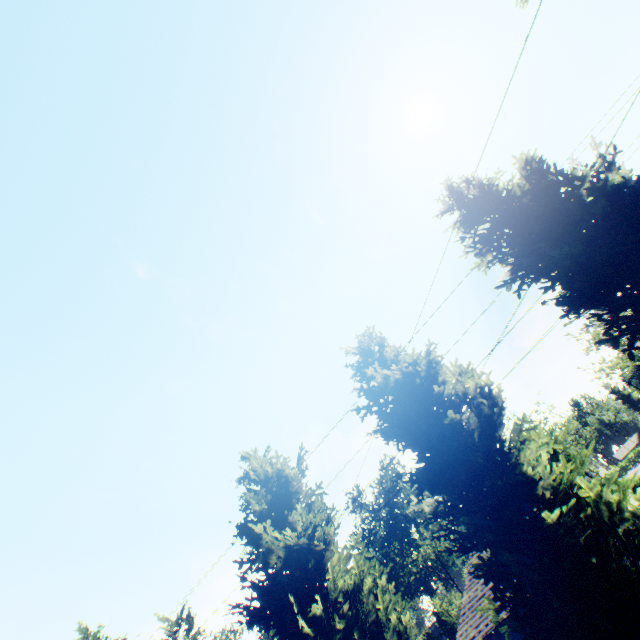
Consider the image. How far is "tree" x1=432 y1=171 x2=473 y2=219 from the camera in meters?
9.6 m

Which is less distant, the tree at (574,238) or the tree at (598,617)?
the tree at (598,617)

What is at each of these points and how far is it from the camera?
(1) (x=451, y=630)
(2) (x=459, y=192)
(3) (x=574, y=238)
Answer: (1) tree, 42.53m
(2) tree, 9.69m
(3) tree, 6.80m

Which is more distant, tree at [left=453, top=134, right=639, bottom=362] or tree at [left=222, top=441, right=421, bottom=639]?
tree at [left=222, top=441, right=421, bottom=639]

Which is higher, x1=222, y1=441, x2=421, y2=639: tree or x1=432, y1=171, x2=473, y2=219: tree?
x1=432, y1=171, x2=473, y2=219: tree

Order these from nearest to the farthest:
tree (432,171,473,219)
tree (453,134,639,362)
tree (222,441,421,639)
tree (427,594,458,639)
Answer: tree (453,134,639,362) → tree (222,441,421,639) → tree (432,171,473,219) → tree (427,594,458,639)

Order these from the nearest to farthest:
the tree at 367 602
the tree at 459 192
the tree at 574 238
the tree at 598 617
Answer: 1. the tree at 598 617
2. the tree at 574 238
3. the tree at 367 602
4. the tree at 459 192
